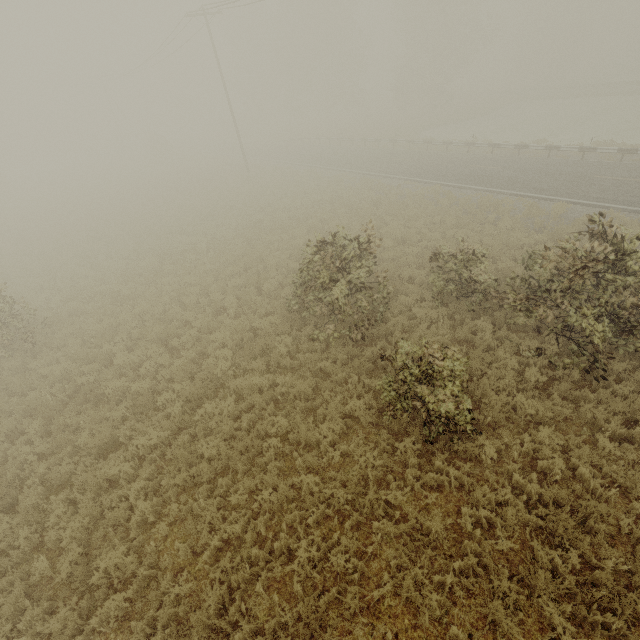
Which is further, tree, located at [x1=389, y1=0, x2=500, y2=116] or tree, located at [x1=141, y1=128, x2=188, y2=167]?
tree, located at [x1=141, y1=128, x2=188, y2=167]

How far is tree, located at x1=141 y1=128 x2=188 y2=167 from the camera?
43.5 meters

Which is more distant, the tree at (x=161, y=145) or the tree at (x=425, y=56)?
the tree at (x=161, y=145)

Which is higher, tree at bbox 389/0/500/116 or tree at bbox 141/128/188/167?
tree at bbox 389/0/500/116

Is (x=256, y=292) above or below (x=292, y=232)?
below

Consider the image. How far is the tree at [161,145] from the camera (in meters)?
43.53
